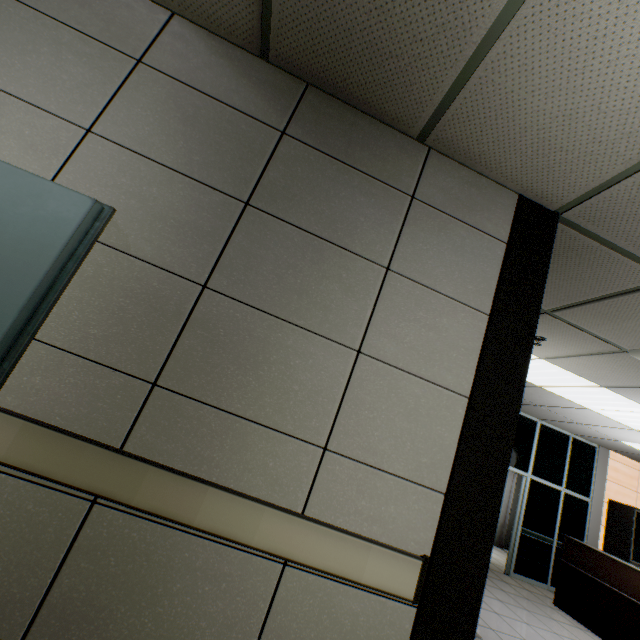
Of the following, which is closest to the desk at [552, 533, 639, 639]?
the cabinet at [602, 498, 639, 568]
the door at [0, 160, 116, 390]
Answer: the cabinet at [602, 498, 639, 568]

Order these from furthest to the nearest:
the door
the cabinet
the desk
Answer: the cabinet → the desk → the door

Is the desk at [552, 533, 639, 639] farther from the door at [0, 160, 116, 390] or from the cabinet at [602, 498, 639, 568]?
the door at [0, 160, 116, 390]

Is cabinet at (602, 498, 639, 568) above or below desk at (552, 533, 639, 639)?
above

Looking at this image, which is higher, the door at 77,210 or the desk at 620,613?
the door at 77,210

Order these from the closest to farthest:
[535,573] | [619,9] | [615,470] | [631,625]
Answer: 1. [619,9]
2. [631,625]
3. [535,573]
4. [615,470]

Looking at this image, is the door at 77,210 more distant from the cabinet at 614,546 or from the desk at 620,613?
the cabinet at 614,546
